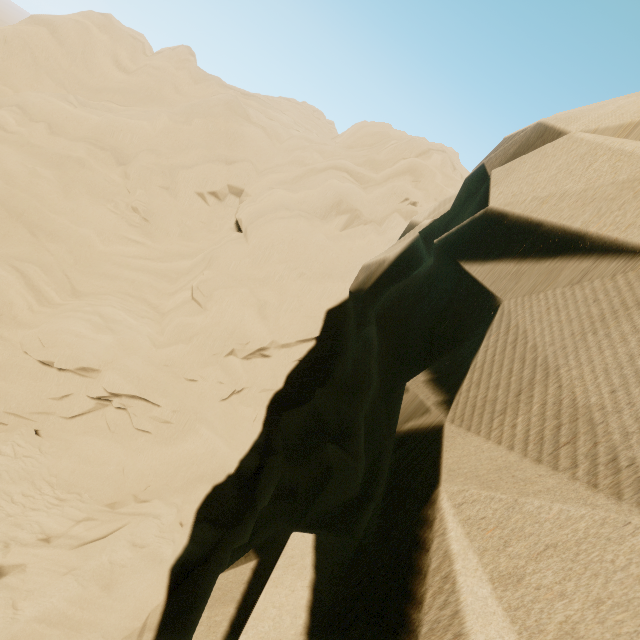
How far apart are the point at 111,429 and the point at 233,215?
9.0 meters
